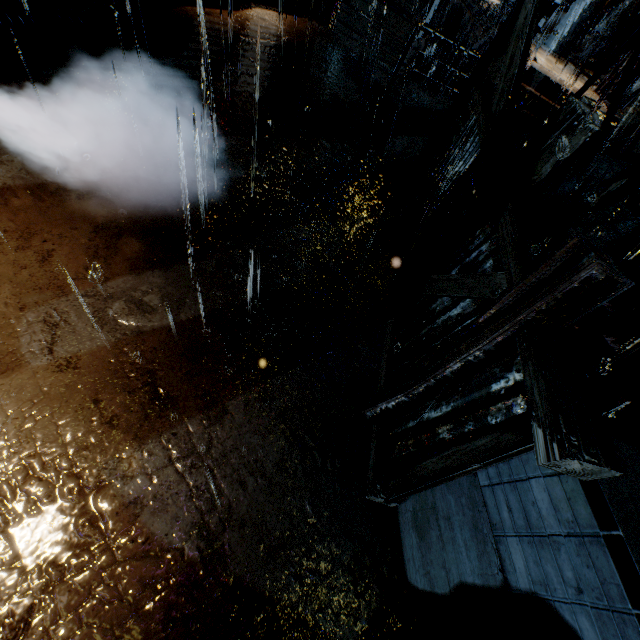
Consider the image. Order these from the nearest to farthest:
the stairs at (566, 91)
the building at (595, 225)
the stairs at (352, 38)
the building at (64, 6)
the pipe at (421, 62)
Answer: the building at (64, 6) < the building at (595, 225) < the stairs at (566, 91) < the pipe at (421, 62) < the stairs at (352, 38)

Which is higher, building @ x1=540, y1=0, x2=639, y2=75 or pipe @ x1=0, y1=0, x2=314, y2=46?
building @ x1=540, y1=0, x2=639, y2=75

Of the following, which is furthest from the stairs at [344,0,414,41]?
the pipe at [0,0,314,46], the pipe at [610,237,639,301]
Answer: the pipe at [610,237,639,301]

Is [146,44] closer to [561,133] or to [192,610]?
[561,133]

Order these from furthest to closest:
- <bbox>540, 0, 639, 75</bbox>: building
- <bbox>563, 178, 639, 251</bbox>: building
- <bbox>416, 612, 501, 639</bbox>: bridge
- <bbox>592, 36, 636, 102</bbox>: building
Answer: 1. <bbox>540, 0, 639, 75</bbox>: building
2. <bbox>592, 36, 636, 102</bbox>: building
3. <bbox>563, 178, 639, 251</bbox>: building
4. <bbox>416, 612, 501, 639</bbox>: bridge

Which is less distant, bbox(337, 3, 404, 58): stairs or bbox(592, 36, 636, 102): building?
bbox(592, 36, 636, 102): building

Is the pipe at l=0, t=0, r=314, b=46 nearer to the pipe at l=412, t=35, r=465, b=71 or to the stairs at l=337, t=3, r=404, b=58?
the pipe at l=412, t=35, r=465, b=71

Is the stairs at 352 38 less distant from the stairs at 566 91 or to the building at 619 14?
the building at 619 14
